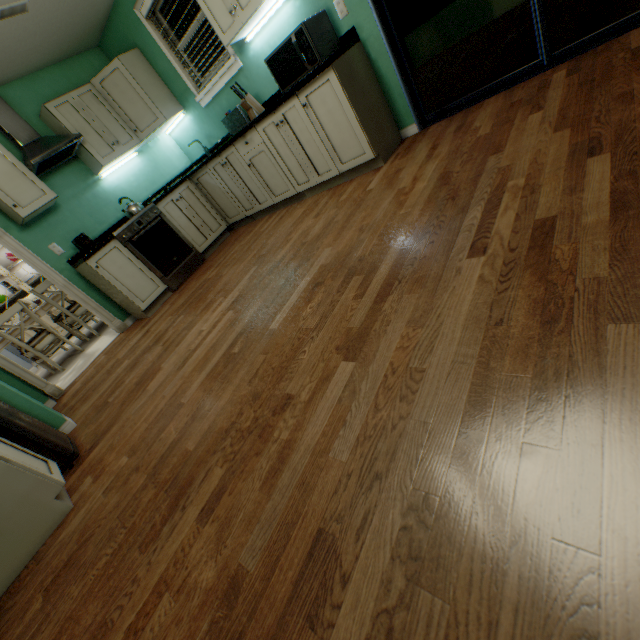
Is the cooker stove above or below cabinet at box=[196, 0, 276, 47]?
below

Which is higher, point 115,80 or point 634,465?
point 115,80

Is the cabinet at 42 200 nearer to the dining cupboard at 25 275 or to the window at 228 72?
the window at 228 72

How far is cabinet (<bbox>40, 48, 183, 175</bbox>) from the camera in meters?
3.4

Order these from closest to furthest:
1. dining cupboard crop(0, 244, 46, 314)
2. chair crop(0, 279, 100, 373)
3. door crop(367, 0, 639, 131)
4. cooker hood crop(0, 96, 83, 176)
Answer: door crop(367, 0, 639, 131) < cooker hood crop(0, 96, 83, 176) < chair crop(0, 279, 100, 373) < dining cupboard crop(0, 244, 46, 314)

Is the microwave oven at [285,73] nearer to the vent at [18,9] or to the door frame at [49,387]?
the vent at [18,9]

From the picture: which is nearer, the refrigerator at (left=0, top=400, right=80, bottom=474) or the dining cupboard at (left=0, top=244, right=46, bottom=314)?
the refrigerator at (left=0, top=400, right=80, bottom=474)

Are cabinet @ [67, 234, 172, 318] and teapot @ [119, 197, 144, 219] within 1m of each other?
yes
